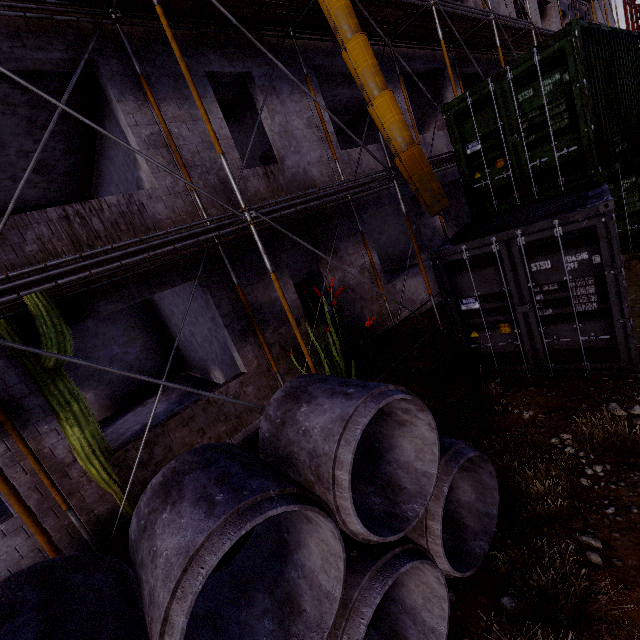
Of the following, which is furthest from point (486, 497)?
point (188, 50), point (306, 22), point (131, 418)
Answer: point (131, 418)

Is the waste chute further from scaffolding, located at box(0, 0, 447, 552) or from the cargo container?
the cargo container

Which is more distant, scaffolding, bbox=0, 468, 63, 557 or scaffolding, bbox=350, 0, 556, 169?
scaffolding, bbox=350, 0, 556, 169

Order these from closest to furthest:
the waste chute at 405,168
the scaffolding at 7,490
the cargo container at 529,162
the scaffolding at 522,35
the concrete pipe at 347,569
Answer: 1. the concrete pipe at 347,569
2. the scaffolding at 7,490
3. the cargo container at 529,162
4. the waste chute at 405,168
5. the scaffolding at 522,35

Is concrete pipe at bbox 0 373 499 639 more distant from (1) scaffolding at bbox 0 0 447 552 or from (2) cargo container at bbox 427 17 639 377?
(2) cargo container at bbox 427 17 639 377

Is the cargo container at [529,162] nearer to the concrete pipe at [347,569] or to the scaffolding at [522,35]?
the scaffolding at [522,35]

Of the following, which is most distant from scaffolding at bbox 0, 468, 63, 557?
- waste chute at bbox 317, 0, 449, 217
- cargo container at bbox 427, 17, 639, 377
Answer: cargo container at bbox 427, 17, 639, 377
